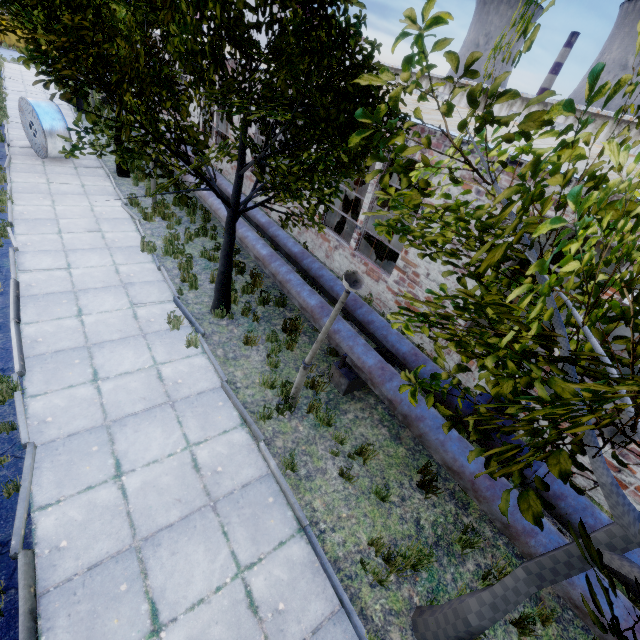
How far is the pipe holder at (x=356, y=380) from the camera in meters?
6.7 m

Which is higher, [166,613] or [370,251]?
[370,251]

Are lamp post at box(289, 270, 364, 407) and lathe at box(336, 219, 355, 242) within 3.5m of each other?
A: no

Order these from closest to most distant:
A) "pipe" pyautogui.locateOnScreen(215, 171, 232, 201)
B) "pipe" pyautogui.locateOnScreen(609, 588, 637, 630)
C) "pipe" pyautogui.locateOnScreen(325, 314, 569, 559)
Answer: "pipe" pyautogui.locateOnScreen(609, 588, 637, 630) → "pipe" pyautogui.locateOnScreen(325, 314, 569, 559) → "pipe" pyautogui.locateOnScreen(215, 171, 232, 201)

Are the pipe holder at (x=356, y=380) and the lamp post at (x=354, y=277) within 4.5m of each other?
yes

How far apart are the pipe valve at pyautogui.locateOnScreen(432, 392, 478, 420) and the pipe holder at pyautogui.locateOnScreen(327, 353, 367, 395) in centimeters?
118cm

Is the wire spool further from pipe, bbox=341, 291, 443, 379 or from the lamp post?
the lamp post

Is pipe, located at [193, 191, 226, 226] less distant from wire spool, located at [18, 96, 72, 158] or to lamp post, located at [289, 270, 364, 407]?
lamp post, located at [289, 270, 364, 407]
